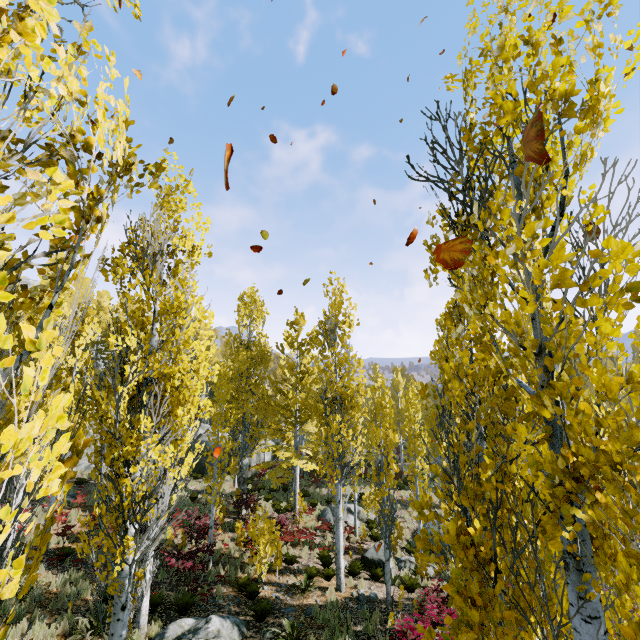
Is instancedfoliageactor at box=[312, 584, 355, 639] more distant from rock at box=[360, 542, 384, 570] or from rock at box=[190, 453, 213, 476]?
rock at box=[360, 542, 384, 570]

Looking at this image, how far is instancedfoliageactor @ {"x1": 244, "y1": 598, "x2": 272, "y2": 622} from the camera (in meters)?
A: 9.99

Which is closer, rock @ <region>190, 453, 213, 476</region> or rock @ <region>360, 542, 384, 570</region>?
rock @ <region>360, 542, 384, 570</region>

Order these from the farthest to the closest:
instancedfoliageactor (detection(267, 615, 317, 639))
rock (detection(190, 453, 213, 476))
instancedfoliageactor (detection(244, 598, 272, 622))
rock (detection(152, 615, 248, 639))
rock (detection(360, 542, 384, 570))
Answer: rock (detection(190, 453, 213, 476)), rock (detection(360, 542, 384, 570)), instancedfoliageactor (detection(244, 598, 272, 622)), instancedfoliageactor (detection(267, 615, 317, 639)), rock (detection(152, 615, 248, 639))

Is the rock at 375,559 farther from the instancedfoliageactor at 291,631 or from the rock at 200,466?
the rock at 200,466

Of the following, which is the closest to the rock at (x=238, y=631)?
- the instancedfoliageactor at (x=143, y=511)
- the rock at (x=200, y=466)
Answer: the instancedfoliageactor at (x=143, y=511)

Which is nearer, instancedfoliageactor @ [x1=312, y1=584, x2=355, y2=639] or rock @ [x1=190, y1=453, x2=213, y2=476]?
instancedfoliageactor @ [x1=312, y1=584, x2=355, y2=639]

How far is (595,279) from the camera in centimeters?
158cm
